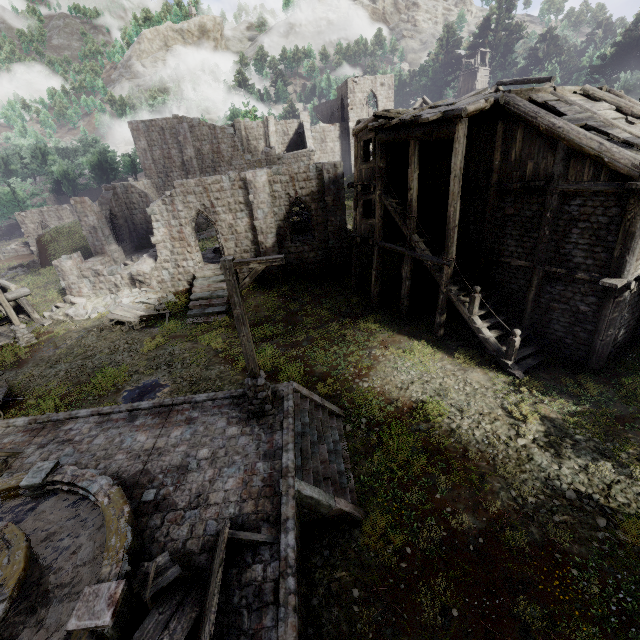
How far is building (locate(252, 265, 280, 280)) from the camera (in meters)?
23.41

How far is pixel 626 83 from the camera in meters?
38.2

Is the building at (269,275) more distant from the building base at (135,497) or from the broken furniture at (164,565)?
the broken furniture at (164,565)

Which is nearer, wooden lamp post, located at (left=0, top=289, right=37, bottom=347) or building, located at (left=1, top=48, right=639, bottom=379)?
building, located at (left=1, top=48, right=639, bottom=379)

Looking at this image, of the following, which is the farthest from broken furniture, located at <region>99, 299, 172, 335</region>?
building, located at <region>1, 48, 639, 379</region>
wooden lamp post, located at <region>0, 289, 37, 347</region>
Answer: wooden lamp post, located at <region>0, 289, 37, 347</region>

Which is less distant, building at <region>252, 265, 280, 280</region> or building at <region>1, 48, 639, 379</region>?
building at <region>1, 48, 639, 379</region>

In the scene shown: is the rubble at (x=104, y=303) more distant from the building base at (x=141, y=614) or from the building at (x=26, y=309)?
the building base at (x=141, y=614)

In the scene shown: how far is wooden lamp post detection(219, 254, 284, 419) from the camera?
7.8 meters
